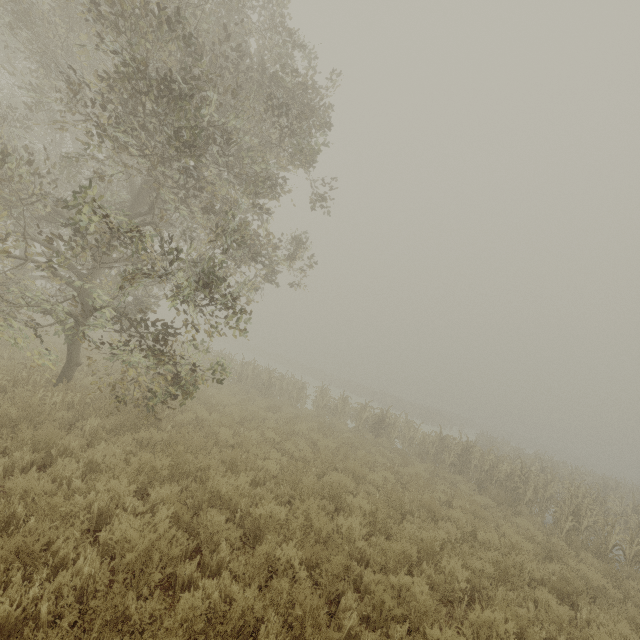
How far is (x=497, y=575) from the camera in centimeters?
603cm
